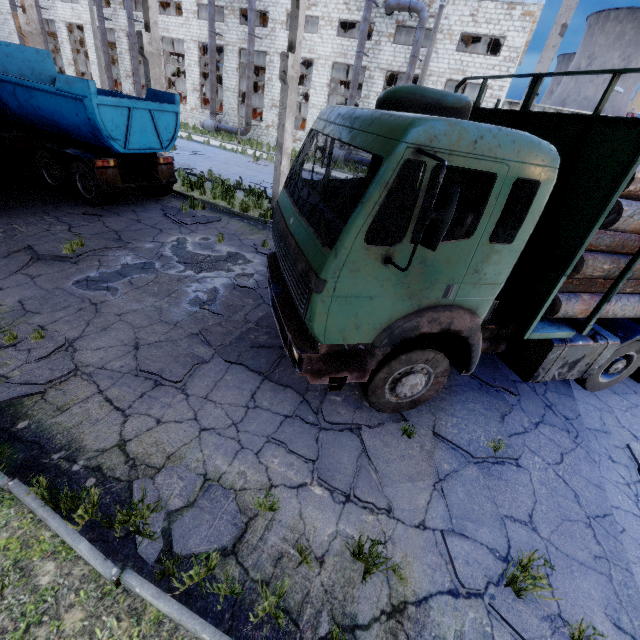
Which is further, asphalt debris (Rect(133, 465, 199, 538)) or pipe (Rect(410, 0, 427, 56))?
pipe (Rect(410, 0, 427, 56))

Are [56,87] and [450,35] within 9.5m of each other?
no

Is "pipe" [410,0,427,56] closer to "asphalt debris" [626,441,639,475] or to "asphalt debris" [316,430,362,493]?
"asphalt debris" [316,430,362,493]

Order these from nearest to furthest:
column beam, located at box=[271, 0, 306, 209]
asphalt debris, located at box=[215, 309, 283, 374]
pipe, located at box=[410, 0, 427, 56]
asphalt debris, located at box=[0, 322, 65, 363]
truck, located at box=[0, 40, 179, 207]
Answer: asphalt debris, located at box=[0, 322, 65, 363] < asphalt debris, located at box=[215, 309, 283, 374] < truck, located at box=[0, 40, 179, 207] < column beam, located at box=[271, 0, 306, 209] < pipe, located at box=[410, 0, 427, 56]

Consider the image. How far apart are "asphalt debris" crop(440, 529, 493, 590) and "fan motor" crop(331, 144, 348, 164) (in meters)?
28.00

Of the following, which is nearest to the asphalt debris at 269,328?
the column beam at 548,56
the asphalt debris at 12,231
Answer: the column beam at 548,56

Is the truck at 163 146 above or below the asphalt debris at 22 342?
above

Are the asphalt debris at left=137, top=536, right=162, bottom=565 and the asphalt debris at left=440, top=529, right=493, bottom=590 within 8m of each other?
yes
